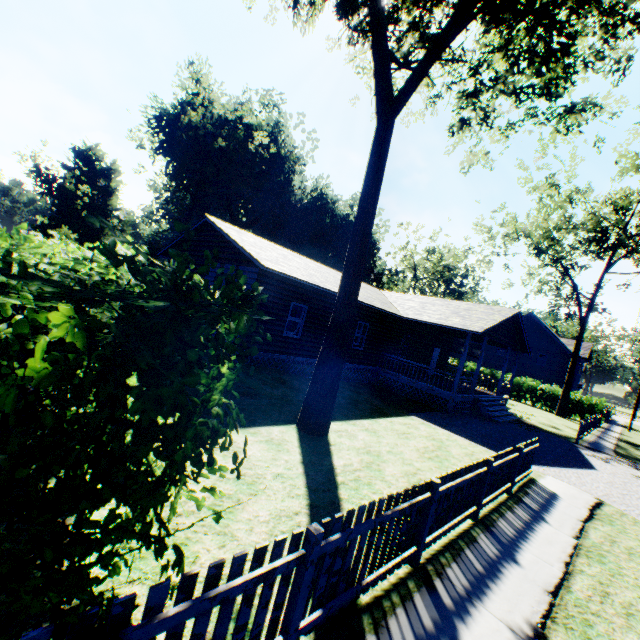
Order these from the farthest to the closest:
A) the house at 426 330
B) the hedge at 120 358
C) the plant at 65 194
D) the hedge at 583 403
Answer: the plant at 65 194 → the hedge at 583 403 → the house at 426 330 → the hedge at 120 358

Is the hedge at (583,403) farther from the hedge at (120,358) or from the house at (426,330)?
the hedge at (120,358)

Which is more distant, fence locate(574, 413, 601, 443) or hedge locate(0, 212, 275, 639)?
fence locate(574, 413, 601, 443)

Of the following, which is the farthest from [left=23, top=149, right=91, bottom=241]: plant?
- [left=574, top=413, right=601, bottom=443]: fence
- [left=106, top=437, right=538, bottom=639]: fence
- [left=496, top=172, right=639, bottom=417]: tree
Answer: [left=106, top=437, right=538, bottom=639]: fence

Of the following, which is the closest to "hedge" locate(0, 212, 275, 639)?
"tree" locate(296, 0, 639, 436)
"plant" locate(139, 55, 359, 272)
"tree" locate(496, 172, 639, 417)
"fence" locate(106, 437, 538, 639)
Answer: "fence" locate(106, 437, 538, 639)

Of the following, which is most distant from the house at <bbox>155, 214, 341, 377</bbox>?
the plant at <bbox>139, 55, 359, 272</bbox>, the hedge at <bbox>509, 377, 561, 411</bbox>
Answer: the plant at <bbox>139, 55, 359, 272</bbox>

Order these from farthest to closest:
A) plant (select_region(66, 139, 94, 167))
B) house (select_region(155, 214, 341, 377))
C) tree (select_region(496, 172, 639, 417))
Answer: plant (select_region(66, 139, 94, 167)) < tree (select_region(496, 172, 639, 417)) < house (select_region(155, 214, 341, 377))

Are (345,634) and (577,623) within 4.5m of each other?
yes
